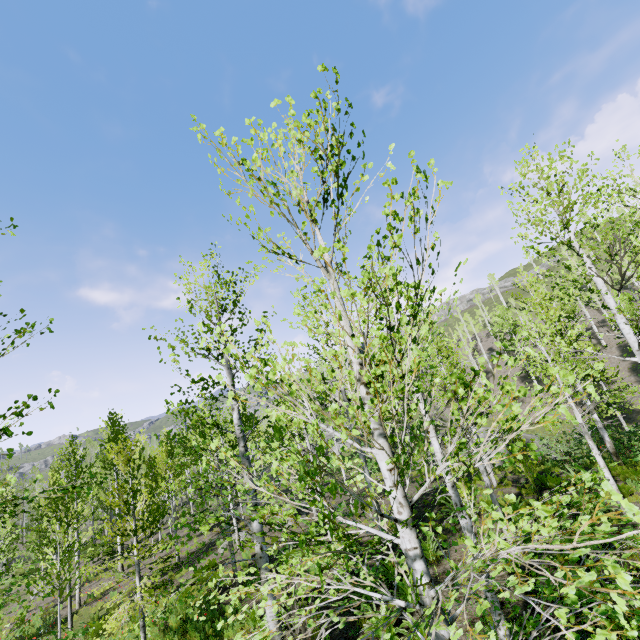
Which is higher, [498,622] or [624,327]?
[624,327]
